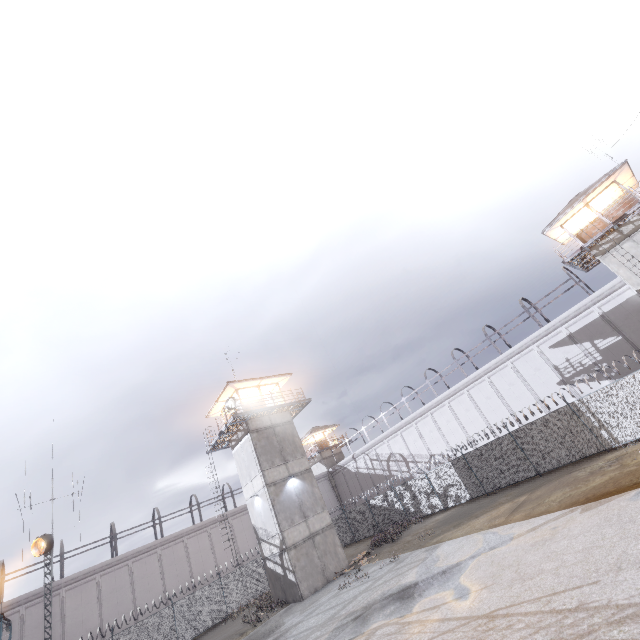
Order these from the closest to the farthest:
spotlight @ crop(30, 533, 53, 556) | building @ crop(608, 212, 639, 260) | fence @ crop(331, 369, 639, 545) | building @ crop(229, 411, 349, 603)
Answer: fence @ crop(331, 369, 639, 545), spotlight @ crop(30, 533, 53, 556), building @ crop(229, 411, 349, 603), building @ crop(608, 212, 639, 260)

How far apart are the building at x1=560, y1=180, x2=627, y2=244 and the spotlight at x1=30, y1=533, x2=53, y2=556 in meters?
40.0 m

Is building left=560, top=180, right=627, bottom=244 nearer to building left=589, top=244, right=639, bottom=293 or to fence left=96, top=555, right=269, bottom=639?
building left=589, top=244, right=639, bottom=293

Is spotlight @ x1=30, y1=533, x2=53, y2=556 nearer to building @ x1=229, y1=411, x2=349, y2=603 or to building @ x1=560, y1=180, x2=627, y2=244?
building @ x1=229, y1=411, x2=349, y2=603

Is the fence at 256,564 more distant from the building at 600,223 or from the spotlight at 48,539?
the building at 600,223

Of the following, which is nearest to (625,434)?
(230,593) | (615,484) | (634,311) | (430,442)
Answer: (615,484)

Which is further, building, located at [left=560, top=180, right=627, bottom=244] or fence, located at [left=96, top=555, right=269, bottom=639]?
fence, located at [left=96, top=555, right=269, bottom=639]

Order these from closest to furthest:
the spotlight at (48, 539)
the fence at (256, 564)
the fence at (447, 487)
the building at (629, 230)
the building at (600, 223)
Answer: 1. the fence at (447, 487)
2. the spotlight at (48, 539)
3. the building at (629, 230)
4. the building at (600, 223)
5. the fence at (256, 564)
